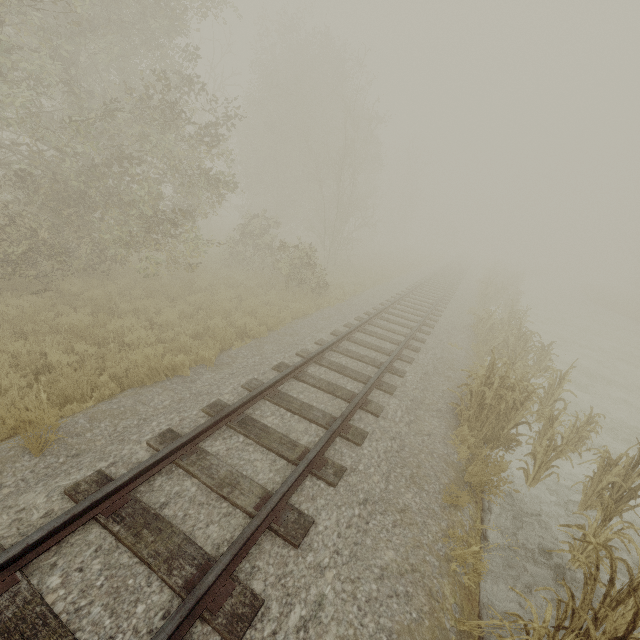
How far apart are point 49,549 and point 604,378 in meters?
17.8
